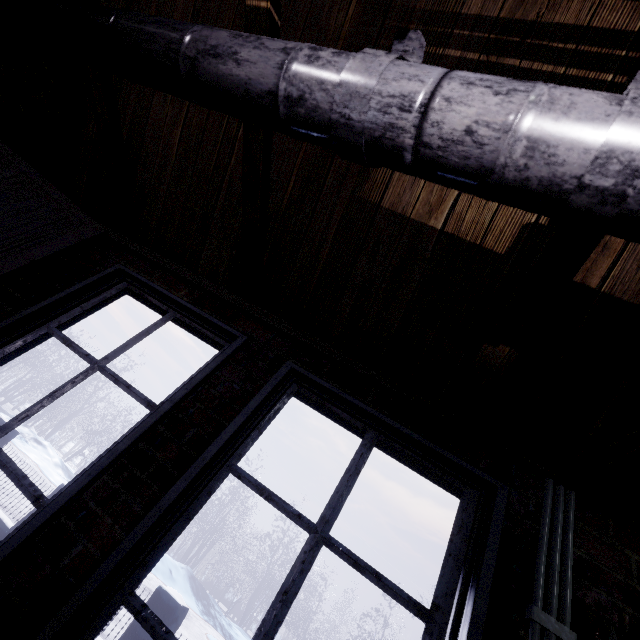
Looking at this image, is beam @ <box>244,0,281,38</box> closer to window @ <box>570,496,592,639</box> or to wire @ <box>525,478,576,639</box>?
window @ <box>570,496,592,639</box>

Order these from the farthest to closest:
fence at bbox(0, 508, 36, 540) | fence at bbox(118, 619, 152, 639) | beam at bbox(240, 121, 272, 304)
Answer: fence at bbox(0, 508, 36, 540)
fence at bbox(118, 619, 152, 639)
beam at bbox(240, 121, 272, 304)

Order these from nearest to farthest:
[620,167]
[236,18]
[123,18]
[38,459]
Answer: [620,167], [123,18], [236,18], [38,459]

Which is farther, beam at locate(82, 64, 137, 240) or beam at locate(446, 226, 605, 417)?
beam at locate(82, 64, 137, 240)

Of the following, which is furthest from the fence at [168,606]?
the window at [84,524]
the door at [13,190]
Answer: the door at [13,190]

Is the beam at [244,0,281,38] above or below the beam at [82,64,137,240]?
above

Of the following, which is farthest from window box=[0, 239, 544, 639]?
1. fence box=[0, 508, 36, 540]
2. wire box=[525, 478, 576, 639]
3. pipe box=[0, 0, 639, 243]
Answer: fence box=[0, 508, 36, 540]

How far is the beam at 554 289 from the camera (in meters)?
0.82
